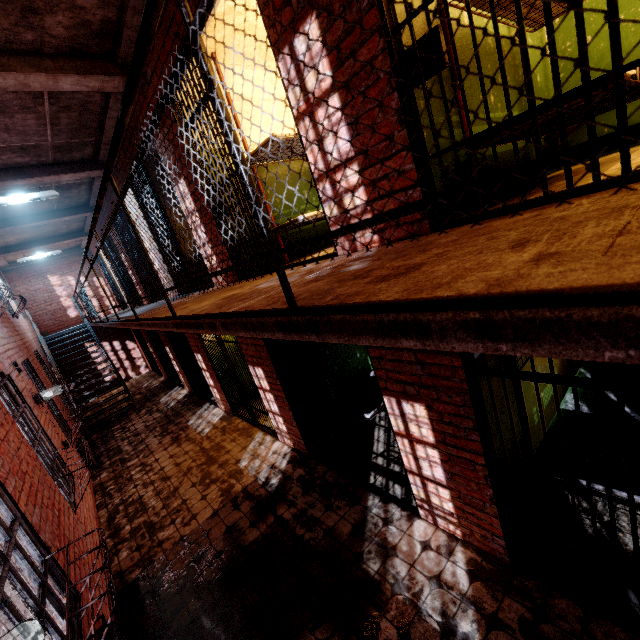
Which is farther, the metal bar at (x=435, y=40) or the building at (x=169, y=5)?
the building at (x=169, y=5)

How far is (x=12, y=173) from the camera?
5.5 meters

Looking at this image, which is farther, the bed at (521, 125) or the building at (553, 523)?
the building at (553, 523)

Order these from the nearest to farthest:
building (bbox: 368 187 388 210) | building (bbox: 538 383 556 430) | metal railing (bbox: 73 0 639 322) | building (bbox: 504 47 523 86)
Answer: metal railing (bbox: 73 0 639 322)
building (bbox: 368 187 388 210)
building (bbox: 504 47 523 86)
building (bbox: 538 383 556 430)

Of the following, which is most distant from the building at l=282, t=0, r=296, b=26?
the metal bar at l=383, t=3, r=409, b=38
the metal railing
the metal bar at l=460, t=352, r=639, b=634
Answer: the metal railing

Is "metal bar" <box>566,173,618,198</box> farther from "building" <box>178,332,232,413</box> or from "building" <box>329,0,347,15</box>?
"building" <box>178,332,232,413</box>

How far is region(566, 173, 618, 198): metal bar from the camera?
1.4m

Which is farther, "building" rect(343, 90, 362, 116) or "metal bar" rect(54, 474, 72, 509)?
"metal bar" rect(54, 474, 72, 509)
